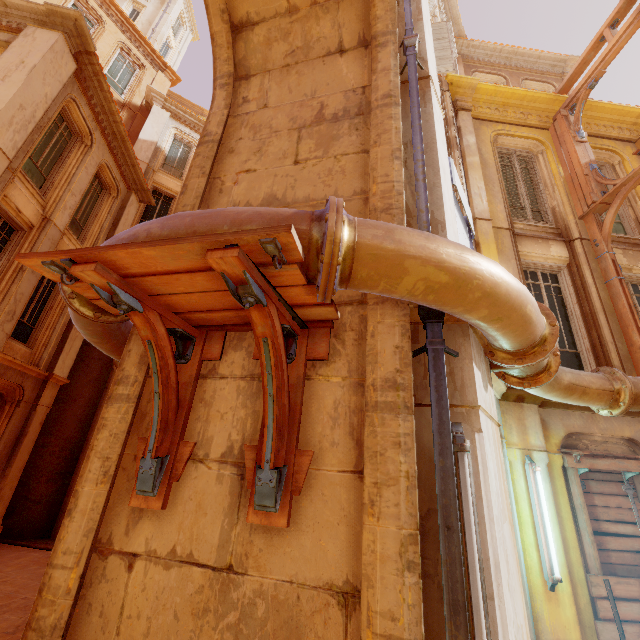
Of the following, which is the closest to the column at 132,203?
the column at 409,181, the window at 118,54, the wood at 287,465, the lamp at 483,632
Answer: the window at 118,54

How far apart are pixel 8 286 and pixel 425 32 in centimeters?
1094cm

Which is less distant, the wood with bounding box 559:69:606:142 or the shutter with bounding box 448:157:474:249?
the shutter with bounding box 448:157:474:249

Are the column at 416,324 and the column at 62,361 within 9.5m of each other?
no

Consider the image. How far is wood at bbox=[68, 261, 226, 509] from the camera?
2.3m

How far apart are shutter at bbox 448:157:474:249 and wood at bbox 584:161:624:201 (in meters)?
3.16

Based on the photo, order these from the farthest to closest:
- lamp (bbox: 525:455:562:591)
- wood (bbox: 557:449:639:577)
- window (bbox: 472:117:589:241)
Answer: window (bbox: 472:117:589:241)
wood (bbox: 557:449:639:577)
lamp (bbox: 525:455:562:591)

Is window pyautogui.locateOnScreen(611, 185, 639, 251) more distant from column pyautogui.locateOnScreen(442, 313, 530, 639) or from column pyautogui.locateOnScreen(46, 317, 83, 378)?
column pyautogui.locateOnScreen(46, 317, 83, 378)
